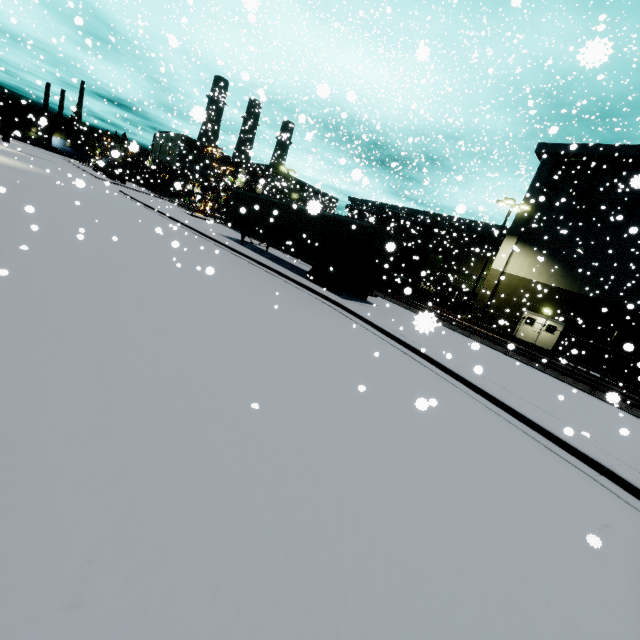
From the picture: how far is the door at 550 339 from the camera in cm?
2594

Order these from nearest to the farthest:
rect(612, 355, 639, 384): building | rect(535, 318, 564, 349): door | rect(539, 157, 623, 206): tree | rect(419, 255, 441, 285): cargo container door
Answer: rect(612, 355, 639, 384): building < rect(539, 157, 623, 206): tree < rect(419, 255, 441, 285): cargo container door < rect(535, 318, 564, 349): door

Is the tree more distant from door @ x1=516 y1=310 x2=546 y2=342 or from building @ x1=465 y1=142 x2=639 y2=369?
door @ x1=516 y1=310 x2=546 y2=342

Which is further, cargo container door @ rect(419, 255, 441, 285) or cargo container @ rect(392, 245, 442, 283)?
cargo container @ rect(392, 245, 442, 283)

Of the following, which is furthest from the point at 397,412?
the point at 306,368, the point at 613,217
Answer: the point at 613,217

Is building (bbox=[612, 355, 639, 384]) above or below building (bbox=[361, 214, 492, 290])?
below

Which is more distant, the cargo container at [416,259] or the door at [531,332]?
the door at [531,332]

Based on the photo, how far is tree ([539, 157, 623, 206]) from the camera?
23.98m
